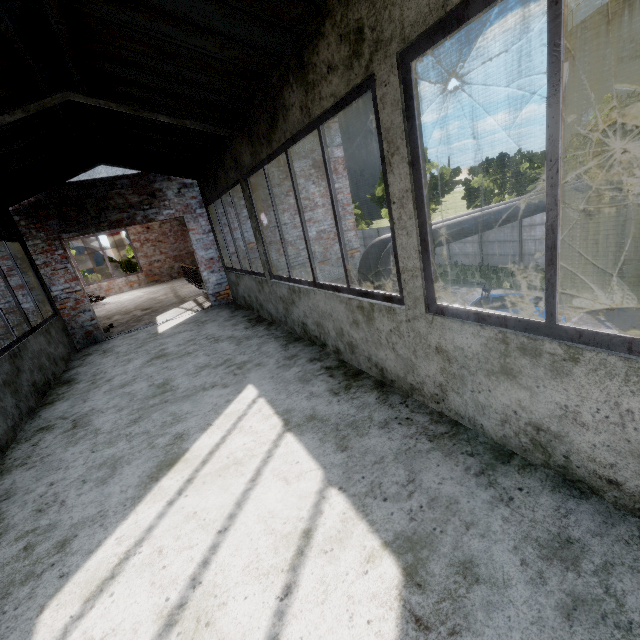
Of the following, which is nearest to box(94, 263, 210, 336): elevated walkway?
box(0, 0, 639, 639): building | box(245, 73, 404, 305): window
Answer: box(0, 0, 639, 639): building

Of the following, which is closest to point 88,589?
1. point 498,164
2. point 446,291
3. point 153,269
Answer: point 153,269

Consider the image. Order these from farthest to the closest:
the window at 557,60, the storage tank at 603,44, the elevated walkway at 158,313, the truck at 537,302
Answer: the storage tank at 603,44, the elevated walkway at 158,313, the truck at 537,302, the window at 557,60

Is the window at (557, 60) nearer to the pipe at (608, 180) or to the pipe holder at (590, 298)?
the pipe at (608, 180)

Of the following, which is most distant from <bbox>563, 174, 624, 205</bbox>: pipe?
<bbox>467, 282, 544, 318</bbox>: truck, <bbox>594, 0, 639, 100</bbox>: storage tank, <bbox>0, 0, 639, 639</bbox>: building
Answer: <bbox>594, 0, 639, 100</bbox>: storage tank

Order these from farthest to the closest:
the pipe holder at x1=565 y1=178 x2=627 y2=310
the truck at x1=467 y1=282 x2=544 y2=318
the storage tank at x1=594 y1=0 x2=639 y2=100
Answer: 1. the storage tank at x1=594 y1=0 x2=639 y2=100
2. the pipe holder at x1=565 y1=178 x2=627 y2=310
3. the truck at x1=467 y1=282 x2=544 y2=318

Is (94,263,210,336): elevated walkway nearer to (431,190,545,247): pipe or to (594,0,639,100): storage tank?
(431,190,545,247): pipe
